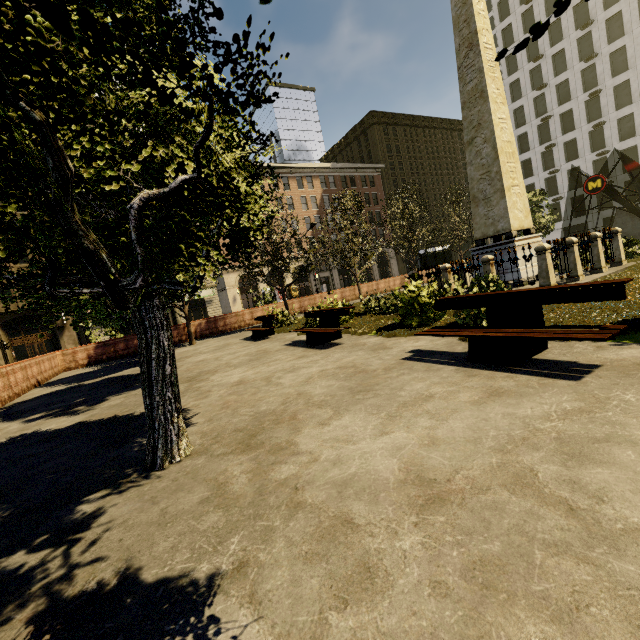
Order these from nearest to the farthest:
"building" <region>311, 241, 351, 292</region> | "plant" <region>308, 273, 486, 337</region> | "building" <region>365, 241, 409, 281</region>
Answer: "plant" <region>308, 273, 486, 337</region>
"building" <region>311, 241, 351, 292</region>
"building" <region>365, 241, 409, 281</region>

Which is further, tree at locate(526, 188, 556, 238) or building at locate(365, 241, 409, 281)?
building at locate(365, 241, 409, 281)

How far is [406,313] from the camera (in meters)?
8.62

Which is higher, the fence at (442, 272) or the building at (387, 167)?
the building at (387, 167)

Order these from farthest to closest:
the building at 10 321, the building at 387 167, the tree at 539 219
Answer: the building at 387 167 → the building at 10 321 → the tree at 539 219

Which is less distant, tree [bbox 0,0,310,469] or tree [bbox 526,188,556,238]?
tree [bbox 0,0,310,469]

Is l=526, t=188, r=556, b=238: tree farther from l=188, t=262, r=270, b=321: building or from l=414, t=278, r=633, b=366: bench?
l=414, t=278, r=633, b=366: bench

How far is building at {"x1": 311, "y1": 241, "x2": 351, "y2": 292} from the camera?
48.4m
